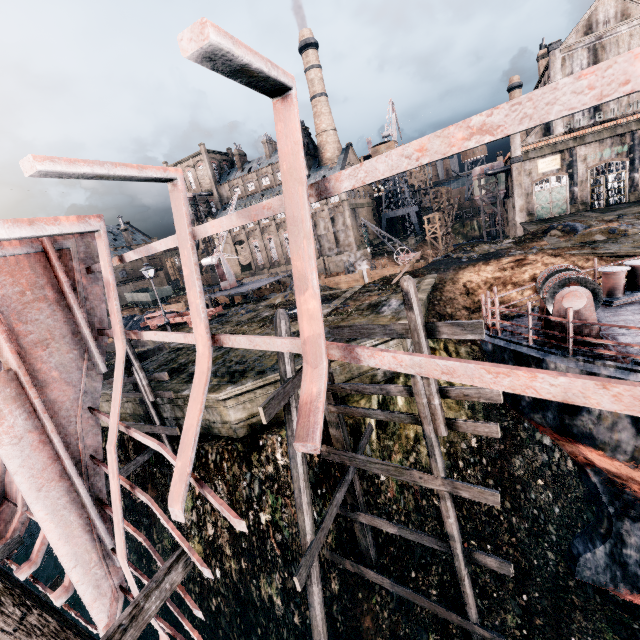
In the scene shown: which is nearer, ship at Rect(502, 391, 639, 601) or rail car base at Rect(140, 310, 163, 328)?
ship at Rect(502, 391, 639, 601)

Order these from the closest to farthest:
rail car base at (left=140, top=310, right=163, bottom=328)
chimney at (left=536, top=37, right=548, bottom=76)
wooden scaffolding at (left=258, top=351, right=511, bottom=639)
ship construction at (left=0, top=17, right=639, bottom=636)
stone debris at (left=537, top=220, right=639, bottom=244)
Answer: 1. ship construction at (left=0, top=17, right=639, bottom=636)
2. wooden scaffolding at (left=258, top=351, right=511, bottom=639)
3. stone debris at (left=537, top=220, right=639, bottom=244)
4. rail car base at (left=140, top=310, right=163, bottom=328)
5. chimney at (left=536, top=37, right=548, bottom=76)

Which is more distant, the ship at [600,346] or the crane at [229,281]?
the crane at [229,281]

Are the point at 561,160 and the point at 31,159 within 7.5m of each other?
no

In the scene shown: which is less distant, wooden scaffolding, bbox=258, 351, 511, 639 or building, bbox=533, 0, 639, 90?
wooden scaffolding, bbox=258, 351, 511, 639

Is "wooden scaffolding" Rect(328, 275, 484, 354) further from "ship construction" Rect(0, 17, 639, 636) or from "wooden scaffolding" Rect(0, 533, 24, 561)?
"wooden scaffolding" Rect(0, 533, 24, 561)

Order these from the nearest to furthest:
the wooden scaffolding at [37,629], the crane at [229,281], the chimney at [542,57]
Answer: the wooden scaffolding at [37,629]
the crane at [229,281]
the chimney at [542,57]

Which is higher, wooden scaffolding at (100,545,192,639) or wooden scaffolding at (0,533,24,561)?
wooden scaffolding at (100,545,192,639)
